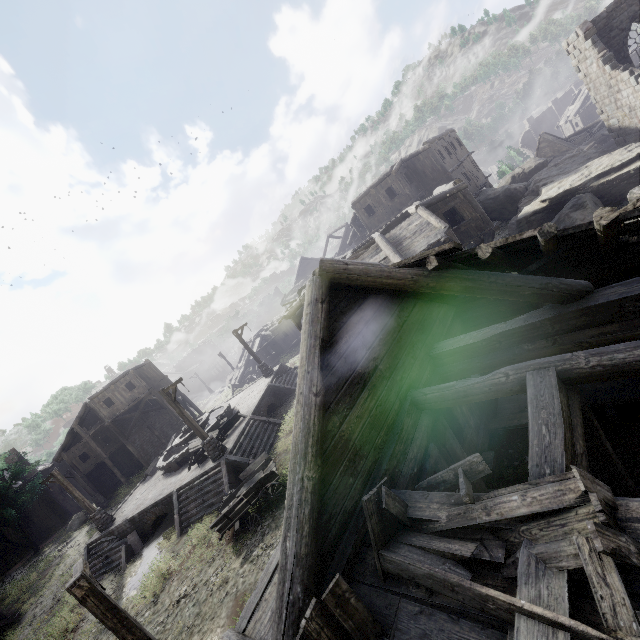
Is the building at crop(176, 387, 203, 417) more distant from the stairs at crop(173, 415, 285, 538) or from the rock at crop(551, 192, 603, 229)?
the stairs at crop(173, 415, 285, 538)

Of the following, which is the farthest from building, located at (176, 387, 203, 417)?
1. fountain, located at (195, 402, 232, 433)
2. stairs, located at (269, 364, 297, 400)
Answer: fountain, located at (195, 402, 232, 433)

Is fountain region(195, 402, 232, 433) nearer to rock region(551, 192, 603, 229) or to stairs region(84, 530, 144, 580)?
stairs region(84, 530, 144, 580)

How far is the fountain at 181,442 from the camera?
20.5m

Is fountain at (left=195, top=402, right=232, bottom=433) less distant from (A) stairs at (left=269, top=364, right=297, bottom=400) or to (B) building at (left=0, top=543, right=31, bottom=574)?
(A) stairs at (left=269, top=364, right=297, bottom=400)

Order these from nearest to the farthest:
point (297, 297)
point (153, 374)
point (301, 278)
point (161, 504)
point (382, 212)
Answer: point (161, 504), point (297, 297), point (382, 212), point (153, 374), point (301, 278)

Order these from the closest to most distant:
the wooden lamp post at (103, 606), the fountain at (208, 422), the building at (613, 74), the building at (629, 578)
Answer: the building at (629, 578), the wooden lamp post at (103, 606), the building at (613, 74), the fountain at (208, 422)

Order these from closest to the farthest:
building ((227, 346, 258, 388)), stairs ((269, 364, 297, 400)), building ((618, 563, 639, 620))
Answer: building ((618, 563, 639, 620)) → stairs ((269, 364, 297, 400)) → building ((227, 346, 258, 388))
